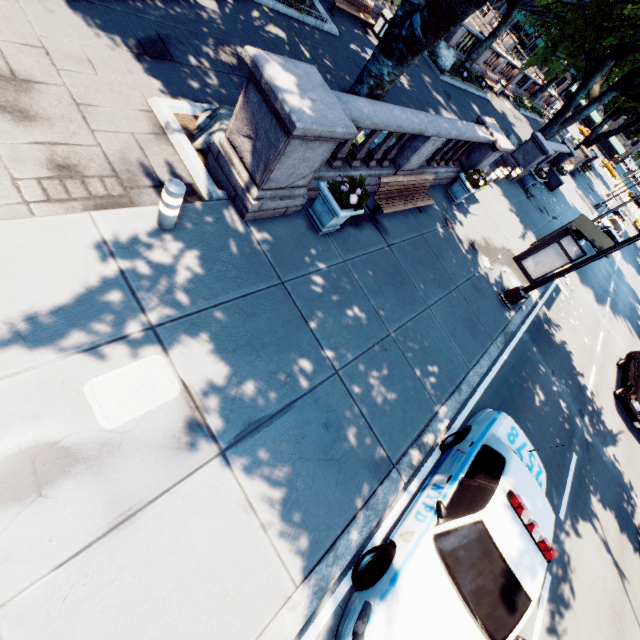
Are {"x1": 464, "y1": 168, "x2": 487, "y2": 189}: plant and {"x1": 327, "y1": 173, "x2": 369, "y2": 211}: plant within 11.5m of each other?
yes

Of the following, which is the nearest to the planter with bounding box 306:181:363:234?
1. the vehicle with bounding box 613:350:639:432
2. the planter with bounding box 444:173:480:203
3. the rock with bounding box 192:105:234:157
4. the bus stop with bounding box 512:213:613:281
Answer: the rock with bounding box 192:105:234:157

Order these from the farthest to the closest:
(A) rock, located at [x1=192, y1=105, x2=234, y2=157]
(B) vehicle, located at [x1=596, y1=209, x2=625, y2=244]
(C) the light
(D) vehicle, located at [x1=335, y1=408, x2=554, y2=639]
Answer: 1. (B) vehicle, located at [x1=596, y1=209, x2=625, y2=244]
2. (C) the light
3. (A) rock, located at [x1=192, y1=105, x2=234, y2=157]
4. (D) vehicle, located at [x1=335, y1=408, x2=554, y2=639]

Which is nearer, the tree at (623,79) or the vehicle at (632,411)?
the vehicle at (632,411)

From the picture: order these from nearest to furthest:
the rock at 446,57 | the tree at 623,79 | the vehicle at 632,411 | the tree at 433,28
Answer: the tree at 433,28 < the vehicle at 632,411 < the tree at 623,79 < the rock at 446,57

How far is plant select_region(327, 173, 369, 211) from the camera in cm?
622

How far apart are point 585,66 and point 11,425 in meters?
30.2 m

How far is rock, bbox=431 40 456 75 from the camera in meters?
19.9
